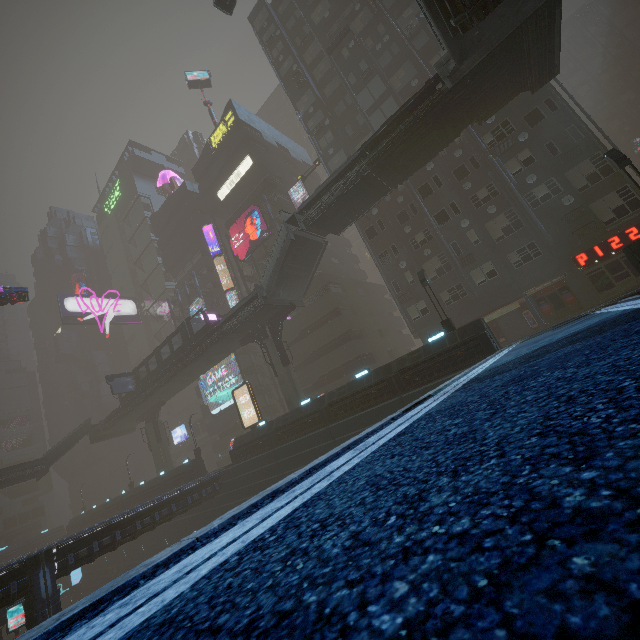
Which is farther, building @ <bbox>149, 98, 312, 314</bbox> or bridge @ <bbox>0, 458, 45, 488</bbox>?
building @ <bbox>149, 98, 312, 314</bbox>

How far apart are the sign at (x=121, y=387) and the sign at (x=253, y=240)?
19.3 meters

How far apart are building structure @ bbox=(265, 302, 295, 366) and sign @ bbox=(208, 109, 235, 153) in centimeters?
3072cm

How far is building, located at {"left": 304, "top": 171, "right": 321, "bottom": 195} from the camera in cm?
5004

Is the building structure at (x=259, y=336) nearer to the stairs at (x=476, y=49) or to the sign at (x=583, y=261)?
the stairs at (x=476, y=49)

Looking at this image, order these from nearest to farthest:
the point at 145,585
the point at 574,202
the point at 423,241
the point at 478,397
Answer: the point at 145,585 < the point at 478,397 < the point at 574,202 < the point at 423,241

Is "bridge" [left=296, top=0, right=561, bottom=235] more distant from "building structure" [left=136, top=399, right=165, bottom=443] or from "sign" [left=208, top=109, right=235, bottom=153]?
"building structure" [left=136, top=399, right=165, bottom=443]

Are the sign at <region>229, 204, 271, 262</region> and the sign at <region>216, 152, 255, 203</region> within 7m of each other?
yes
